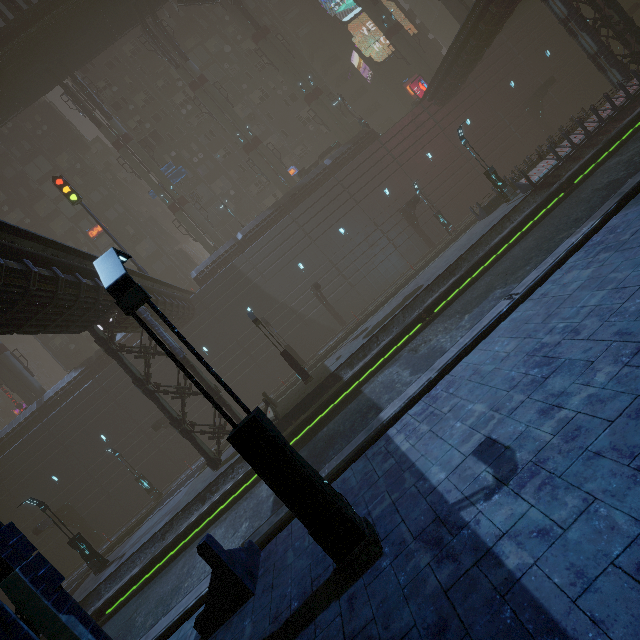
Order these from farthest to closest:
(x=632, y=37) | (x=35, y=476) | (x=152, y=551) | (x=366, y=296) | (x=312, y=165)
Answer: (x=312, y=165) < (x=366, y=296) < (x=35, y=476) < (x=632, y=37) < (x=152, y=551)

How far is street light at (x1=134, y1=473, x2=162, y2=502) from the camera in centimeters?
2522cm

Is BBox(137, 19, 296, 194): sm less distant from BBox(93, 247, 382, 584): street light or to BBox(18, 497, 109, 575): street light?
BBox(18, 497, 109, 575): street light

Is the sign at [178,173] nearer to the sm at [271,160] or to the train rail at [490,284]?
the sm at [271,160]

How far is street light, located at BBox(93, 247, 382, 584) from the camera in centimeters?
415cm

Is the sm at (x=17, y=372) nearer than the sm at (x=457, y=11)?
No

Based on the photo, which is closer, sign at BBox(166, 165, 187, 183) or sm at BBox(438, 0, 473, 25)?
sm at BBox(438, 0, 473, 25)

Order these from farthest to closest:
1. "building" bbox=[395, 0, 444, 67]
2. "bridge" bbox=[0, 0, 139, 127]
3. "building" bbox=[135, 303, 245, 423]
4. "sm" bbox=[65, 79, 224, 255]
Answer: "building" bbox=[395, 0, 444, 67], "sm" bbox=[65, 79, 224, 255], "bridge" bbox=[0, 0, 139, 127], "building" bbox=[135, 303, 245, 423]
